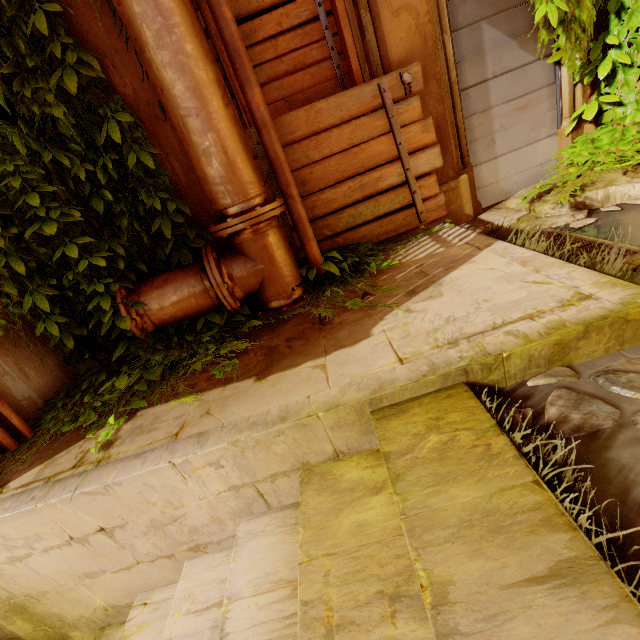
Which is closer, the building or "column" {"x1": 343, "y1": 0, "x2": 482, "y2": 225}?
the building

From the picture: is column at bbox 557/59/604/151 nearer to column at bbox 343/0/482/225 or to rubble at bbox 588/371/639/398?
column at bbox 343/0/482/225

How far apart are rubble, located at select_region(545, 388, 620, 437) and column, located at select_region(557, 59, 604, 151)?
3.5 meters

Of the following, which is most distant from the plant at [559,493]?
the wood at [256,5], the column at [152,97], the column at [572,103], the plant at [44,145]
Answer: the column at [572,103]

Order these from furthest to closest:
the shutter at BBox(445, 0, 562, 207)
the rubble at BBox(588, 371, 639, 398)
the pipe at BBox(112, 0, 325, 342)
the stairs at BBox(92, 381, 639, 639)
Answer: the shutter at BBox(445, 0, 562, 207), the pipe at BBox(112, 0, 325, 342), the rubble at BBox(588, 371, 639, 398), the stairs at BBox(92, 381, 639, 639)

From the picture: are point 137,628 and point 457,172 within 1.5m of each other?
no

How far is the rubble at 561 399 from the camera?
1.3m

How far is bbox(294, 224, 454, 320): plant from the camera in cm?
263
